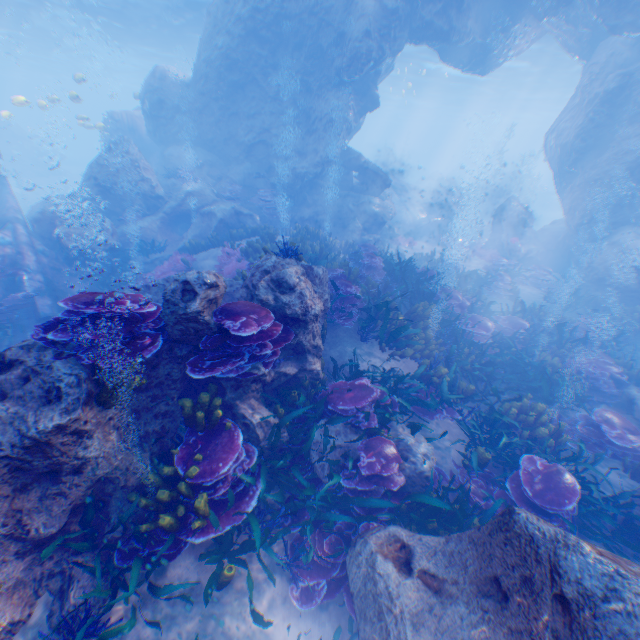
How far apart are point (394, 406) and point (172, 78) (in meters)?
20.32

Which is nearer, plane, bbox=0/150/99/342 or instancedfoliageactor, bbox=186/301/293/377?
instancedfoliageactor, bbox=186/301/293/377

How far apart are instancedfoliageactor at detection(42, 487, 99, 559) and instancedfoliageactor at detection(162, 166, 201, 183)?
Answer: 16.3m

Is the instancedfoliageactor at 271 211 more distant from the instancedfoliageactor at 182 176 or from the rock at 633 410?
the instancedfoliageactor at 182 176

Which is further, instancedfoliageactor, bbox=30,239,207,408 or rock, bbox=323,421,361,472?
rock, bbox=323,421,361,472

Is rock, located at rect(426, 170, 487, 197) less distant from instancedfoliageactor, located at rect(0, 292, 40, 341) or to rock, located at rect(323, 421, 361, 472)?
rock, located at rect(323, 421, 361, 472)

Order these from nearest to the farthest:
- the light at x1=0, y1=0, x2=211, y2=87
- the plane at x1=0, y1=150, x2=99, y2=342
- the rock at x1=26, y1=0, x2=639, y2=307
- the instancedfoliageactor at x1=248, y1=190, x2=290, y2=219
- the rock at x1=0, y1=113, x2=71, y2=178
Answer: the plane at x1=0, y1=150, x2=99, y2=342 → the rock at x1=26, y1=0, x2=639, y2=307 → the instancedfoliageactor at x1=248, y1=190, x2=290, y2=219 → the light at x1=0, y1=0, x2=211, y2=87 → the rock at x1=0, y1=113, x2=71, y2=178

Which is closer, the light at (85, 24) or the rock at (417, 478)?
the rock at (417, 478)
